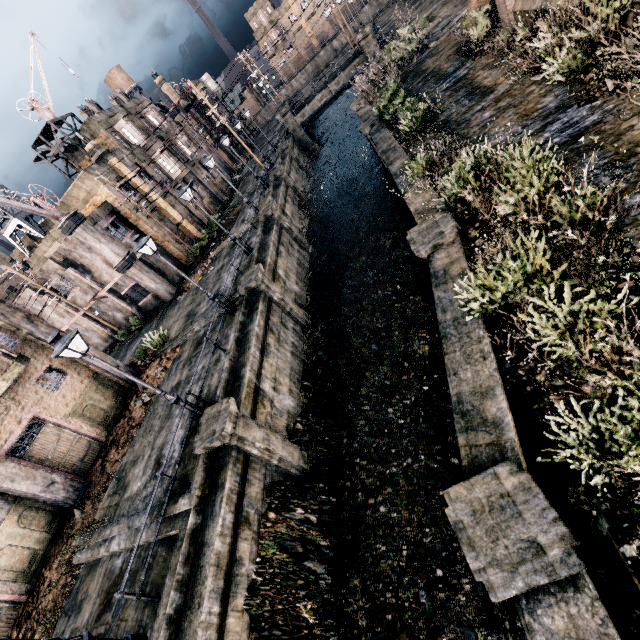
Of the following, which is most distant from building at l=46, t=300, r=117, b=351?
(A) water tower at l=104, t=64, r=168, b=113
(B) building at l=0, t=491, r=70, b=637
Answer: (A) water tower at l=104, t=64, r=168, b=113

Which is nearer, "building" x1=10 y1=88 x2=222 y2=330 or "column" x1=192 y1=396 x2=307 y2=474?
"column" x1=192 y1=396 x2=307 y2=474

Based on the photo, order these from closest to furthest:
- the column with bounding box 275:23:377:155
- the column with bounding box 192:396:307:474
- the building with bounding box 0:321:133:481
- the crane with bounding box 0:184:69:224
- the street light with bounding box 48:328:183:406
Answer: the street light with bounding box 48:328:183:406 < the column with bounding box 192:396:307:474 < the building with bounding box 0:321:133:481 < the crane with bounding box 0:184:69:224 < the column with bounding box 275:23:377:155

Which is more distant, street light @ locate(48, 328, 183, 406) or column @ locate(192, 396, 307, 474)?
column @ locate(192, 396, 307, 474)

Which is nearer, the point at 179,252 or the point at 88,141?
the point at 88,141

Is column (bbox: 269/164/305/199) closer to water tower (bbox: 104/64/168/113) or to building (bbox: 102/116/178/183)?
building (bbox: 102/116/178/183)

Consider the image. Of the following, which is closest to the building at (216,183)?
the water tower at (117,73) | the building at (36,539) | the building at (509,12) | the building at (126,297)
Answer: the building at (126,297)

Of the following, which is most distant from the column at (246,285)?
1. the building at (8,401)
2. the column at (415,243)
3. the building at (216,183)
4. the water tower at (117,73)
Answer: the water tower at (117,73)
